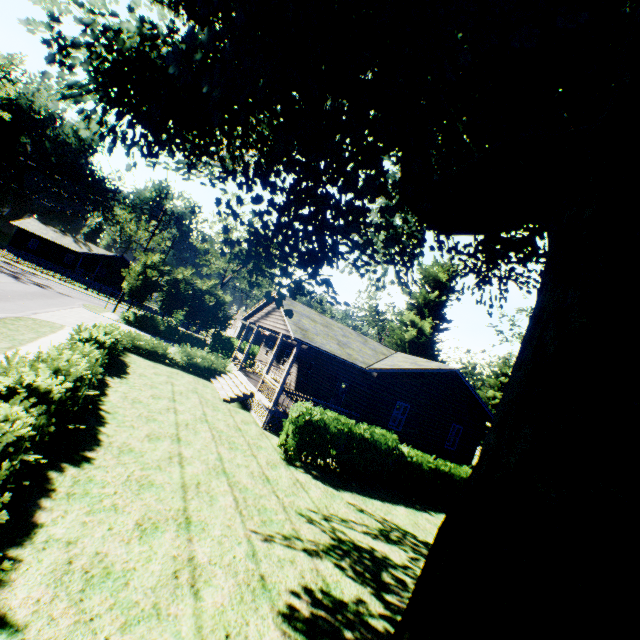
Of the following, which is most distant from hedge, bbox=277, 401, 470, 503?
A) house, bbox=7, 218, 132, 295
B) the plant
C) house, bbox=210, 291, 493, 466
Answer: house, bbox=7, 218, 132, 295

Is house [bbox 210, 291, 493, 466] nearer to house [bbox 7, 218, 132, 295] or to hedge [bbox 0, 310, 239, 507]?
hedge [bbox 0, 310, 239, 507]

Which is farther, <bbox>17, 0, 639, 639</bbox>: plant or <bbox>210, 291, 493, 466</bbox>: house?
<bbox>210, 291, 493, 466</bbox>: house

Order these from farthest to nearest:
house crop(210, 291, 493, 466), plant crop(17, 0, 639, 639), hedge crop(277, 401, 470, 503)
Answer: house crop(210, 291, 493, 466), hedge crop(277, 401, 470, 503), plant crop(17, 0, 639, 639)

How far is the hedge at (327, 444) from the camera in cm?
1222

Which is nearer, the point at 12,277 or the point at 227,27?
the point at 227,27

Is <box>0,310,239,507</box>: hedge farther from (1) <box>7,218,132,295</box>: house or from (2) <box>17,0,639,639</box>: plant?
(1) <box>7,218,132,295</box>: house

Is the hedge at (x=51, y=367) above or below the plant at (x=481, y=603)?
below
